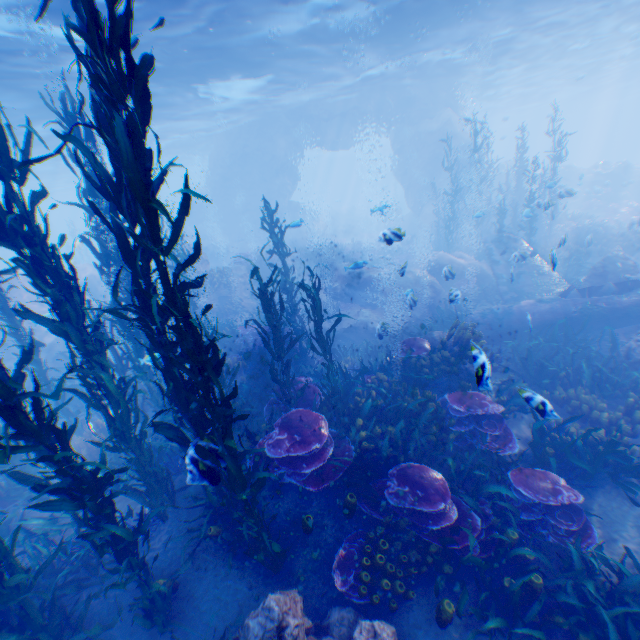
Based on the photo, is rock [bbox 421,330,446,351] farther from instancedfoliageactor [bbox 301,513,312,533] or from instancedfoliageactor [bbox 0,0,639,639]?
instancedfoliageactor [bbox 301,513,312,533]

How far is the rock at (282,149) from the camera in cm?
2673

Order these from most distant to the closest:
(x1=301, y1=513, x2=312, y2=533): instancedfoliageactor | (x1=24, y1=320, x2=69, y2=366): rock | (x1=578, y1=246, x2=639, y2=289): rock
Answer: (x1=24, y1=320, x2=69, y2=366): rock
(x1=578, y1=246, x2=639, y2=289): rock
(x1=301, y1=513, x2=312, y2=533): instancedfoliageactor

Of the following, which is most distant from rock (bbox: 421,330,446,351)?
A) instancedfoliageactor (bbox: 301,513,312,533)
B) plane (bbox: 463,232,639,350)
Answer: instancedfoliageactor (bbox: 301,513,312,533)

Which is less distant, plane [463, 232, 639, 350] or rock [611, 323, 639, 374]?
rock [611, 323, 639, 374]

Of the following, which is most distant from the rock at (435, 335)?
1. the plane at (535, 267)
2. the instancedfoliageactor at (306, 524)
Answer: the instancedfoliageactor at (306, 524)

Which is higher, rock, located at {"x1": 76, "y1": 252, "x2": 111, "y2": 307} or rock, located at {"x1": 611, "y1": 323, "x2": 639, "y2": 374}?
rock, located at {"x1": 76, "y1": 252, "x2": 111, "y2": 307}

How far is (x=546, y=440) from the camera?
6.6 meters
